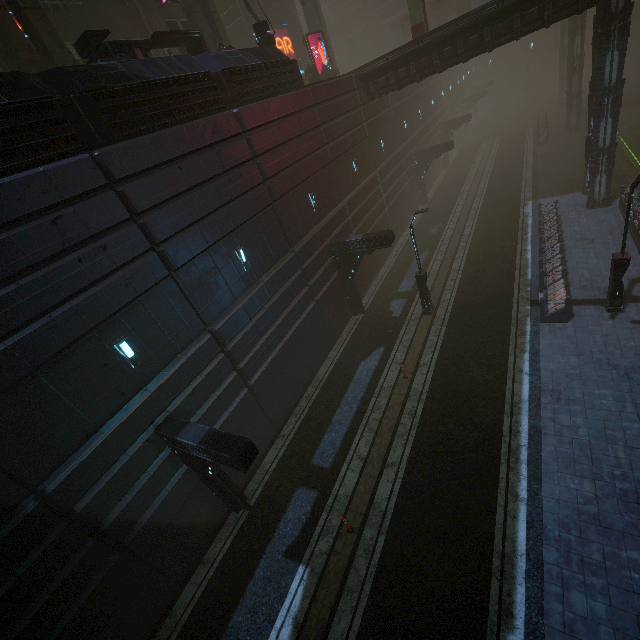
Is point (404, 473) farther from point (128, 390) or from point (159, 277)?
point (159, 277)

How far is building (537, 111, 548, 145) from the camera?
33.1m

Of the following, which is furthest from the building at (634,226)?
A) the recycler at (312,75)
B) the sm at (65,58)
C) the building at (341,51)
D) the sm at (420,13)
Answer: the recycler at (312,75)

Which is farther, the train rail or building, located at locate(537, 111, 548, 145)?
building, located at locate(537, 111, 548, 145)

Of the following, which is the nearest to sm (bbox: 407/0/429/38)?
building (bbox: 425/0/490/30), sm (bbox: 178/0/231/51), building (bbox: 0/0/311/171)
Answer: building (bbox: 0/0/311/171)

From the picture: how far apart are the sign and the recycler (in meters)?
7.91

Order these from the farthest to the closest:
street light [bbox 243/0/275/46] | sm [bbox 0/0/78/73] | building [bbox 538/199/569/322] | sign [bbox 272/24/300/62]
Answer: sign [bbox 272/24/300/62] < street light [bbox 243/0/275/46] < building [bbox 538/199/569/322] < sm [bbox 0/0/78/73]

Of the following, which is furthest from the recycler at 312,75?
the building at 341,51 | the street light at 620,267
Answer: the building at 341,51
